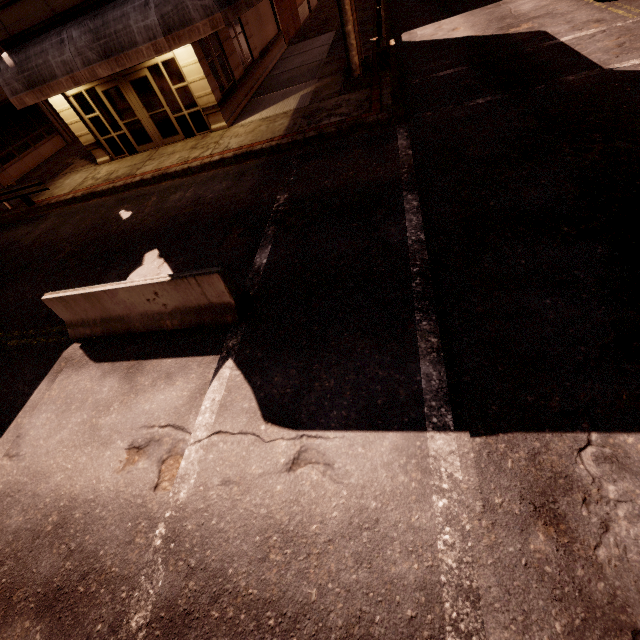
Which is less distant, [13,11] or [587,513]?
[587,513]

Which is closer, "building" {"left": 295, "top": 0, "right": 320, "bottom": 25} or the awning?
the awning

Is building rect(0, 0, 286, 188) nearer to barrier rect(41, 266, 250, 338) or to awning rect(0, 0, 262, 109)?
awning rect(0, 0, 262, 109)

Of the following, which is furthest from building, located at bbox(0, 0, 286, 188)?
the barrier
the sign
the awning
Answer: the barrier

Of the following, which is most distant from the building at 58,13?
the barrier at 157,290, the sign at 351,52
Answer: the barrier at 157,290

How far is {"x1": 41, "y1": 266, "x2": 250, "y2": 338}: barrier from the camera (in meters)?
5.43

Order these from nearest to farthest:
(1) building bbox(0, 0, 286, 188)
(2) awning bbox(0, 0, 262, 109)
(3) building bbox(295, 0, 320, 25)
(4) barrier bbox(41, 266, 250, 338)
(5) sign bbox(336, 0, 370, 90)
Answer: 1. (4) barrier bbox(41, 266, 250, 338)
2. (2) awning bbox(0, 0, 262, 109)
3. (5) sign bbox(336, 0, 370, 90)
4. (1) building bbox(0, 0, 286, 188)
5. (3) building bbox(295, 0, 320, 25)

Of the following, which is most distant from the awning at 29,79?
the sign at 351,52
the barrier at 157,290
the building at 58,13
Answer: the barrier at 157,290
